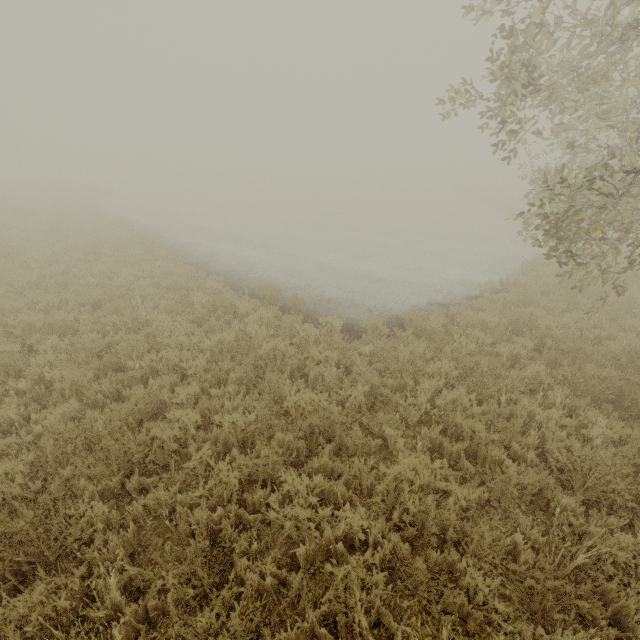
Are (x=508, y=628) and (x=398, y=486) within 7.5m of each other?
yes
